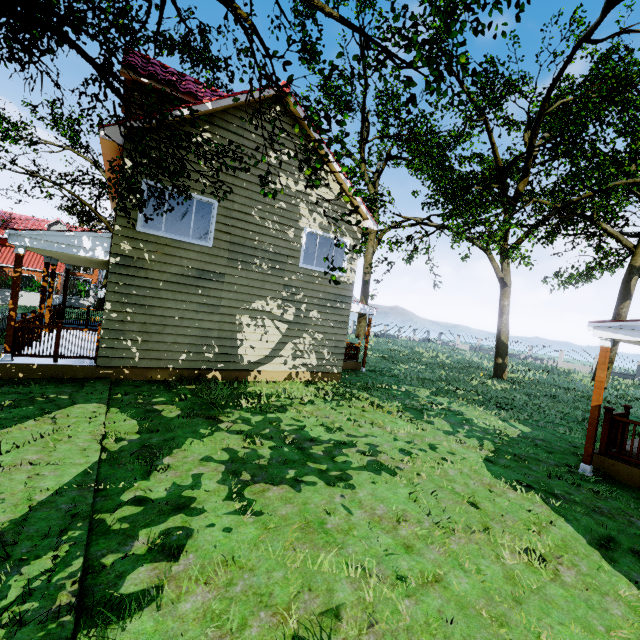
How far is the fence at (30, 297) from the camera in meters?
26.0

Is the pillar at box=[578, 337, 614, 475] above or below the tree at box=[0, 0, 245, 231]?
below

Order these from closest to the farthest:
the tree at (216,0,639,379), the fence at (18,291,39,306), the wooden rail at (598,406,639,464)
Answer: the tree at (216,0,639,379)
the wooden rail at (598,406,639,464)
the fence at (18,291,39,306)

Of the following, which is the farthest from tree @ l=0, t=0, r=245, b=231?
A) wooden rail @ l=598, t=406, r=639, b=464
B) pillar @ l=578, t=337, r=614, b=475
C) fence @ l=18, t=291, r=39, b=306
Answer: wooden rail @ l=598, t=406, r=639, b=464

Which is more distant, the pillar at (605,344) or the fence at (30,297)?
the fence at (30,297)

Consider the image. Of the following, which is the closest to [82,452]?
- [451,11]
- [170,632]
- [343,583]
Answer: [170,632]

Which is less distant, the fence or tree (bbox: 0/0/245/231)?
tree (bbox: 0/0/245/231)
